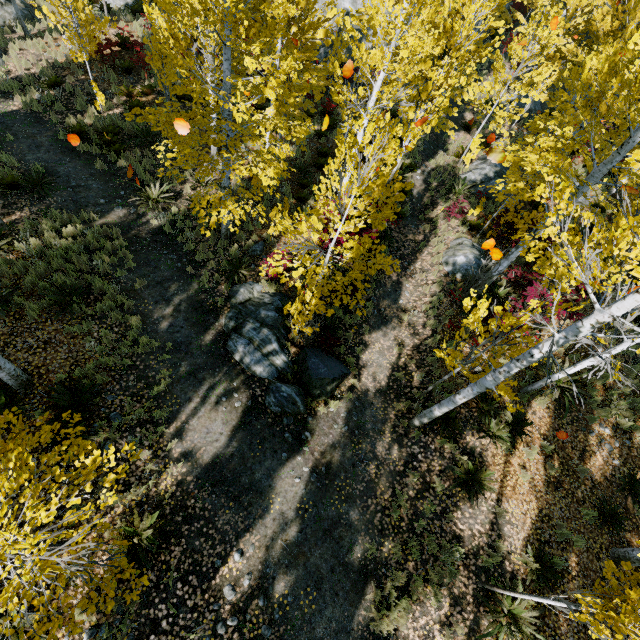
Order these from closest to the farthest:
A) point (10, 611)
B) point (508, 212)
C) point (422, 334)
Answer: point (10, 611) → point (422, 334) → point (508, 212)

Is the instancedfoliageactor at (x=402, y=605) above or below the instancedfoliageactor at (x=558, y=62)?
below

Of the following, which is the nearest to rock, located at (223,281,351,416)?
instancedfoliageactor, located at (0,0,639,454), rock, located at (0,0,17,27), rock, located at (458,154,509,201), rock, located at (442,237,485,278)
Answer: instancedfoliageactor, located at (0,0,639,454)

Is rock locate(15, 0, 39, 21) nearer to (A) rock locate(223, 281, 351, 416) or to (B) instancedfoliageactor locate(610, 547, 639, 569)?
(B) instancedfoliageactor locate(610, 547, 639, 569)

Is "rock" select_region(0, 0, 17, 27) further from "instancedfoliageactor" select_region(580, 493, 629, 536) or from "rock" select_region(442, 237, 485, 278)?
"rock" select_region(442, 237, 485, 278)

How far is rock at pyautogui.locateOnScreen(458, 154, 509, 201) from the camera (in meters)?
14.27

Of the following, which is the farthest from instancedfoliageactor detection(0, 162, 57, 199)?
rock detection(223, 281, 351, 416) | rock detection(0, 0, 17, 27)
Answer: rock detection(0, 0, 17, 27)

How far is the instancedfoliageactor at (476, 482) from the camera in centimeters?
736cm
